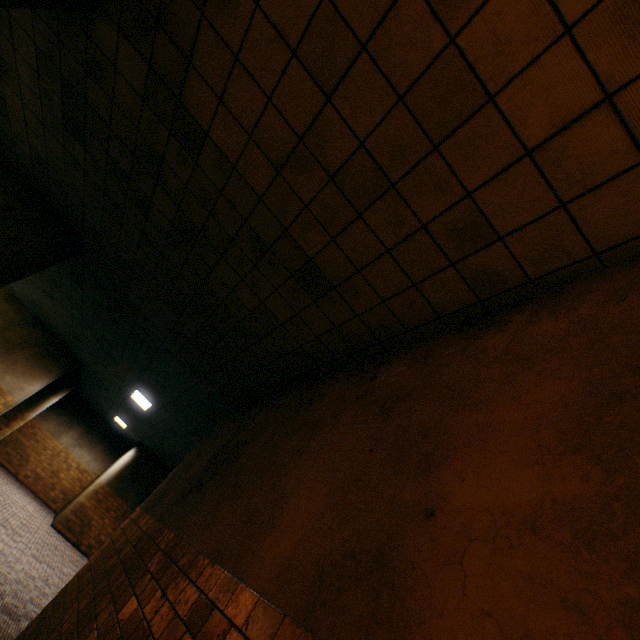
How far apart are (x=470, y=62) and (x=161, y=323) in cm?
543

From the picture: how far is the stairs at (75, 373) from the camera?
12.5 meters

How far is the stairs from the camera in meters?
12.5 m
